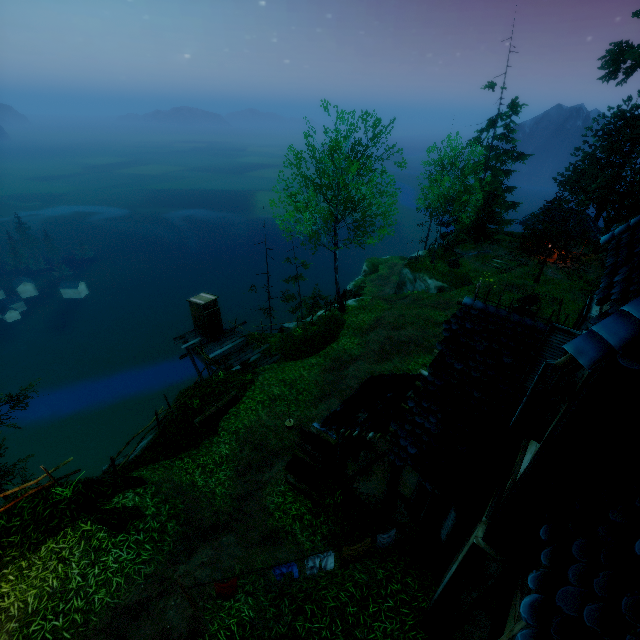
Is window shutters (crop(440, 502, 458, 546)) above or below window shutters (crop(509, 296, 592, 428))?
below

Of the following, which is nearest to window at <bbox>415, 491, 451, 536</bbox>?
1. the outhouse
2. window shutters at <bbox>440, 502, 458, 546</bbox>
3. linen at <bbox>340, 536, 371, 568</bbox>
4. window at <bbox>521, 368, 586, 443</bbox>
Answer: window shutters at <bbox>440, 502, 458, 546</bbox>

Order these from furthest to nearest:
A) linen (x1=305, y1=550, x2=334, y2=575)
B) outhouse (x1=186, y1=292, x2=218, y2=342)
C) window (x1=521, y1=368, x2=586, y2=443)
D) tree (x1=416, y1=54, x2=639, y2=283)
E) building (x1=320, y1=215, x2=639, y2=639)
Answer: tree (x1=416, y1=54, x2=639, y2=283)
outhouse (x1=186, y1=292, x2=218, y2=342)
linen (x1=305, y1=550, x2=334, y2=575)
window (x1=521, y1=368, x2=586, y2=443)
building (x1=320, y1=215, x2=639, y2=639)

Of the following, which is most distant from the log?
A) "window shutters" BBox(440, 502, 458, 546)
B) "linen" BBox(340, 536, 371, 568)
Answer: "window shutters" BBox(440, 502, 458, 546)

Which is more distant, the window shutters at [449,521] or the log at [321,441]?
the log at [321,441]

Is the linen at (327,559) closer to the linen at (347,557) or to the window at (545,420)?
the linen at (347,557)

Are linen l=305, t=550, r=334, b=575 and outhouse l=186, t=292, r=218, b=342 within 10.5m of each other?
no

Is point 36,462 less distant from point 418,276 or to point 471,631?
point 418,276
